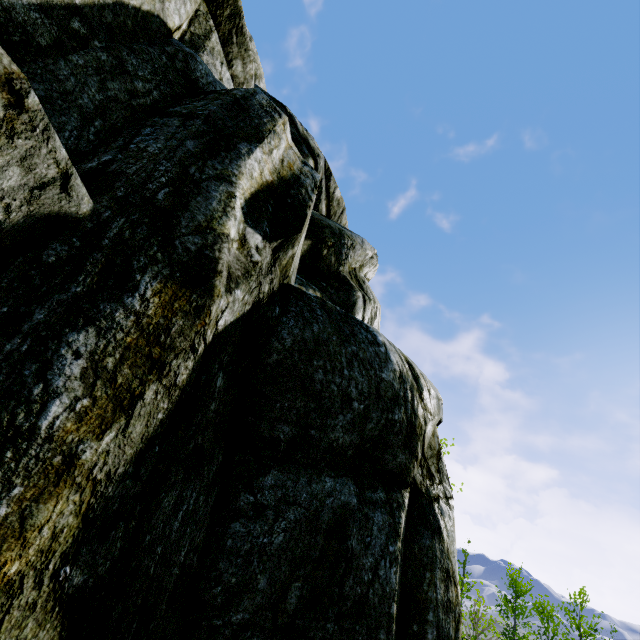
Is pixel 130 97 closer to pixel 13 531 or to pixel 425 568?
pixel 13 531
